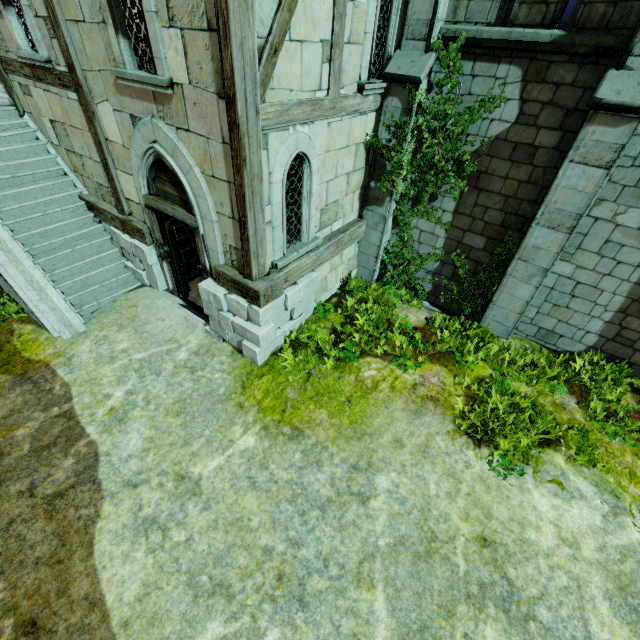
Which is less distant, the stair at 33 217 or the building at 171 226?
the building at 171 226

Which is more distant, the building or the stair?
the stair

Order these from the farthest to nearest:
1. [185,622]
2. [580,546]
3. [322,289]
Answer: [322,289] → [580,546] → [185,622]
